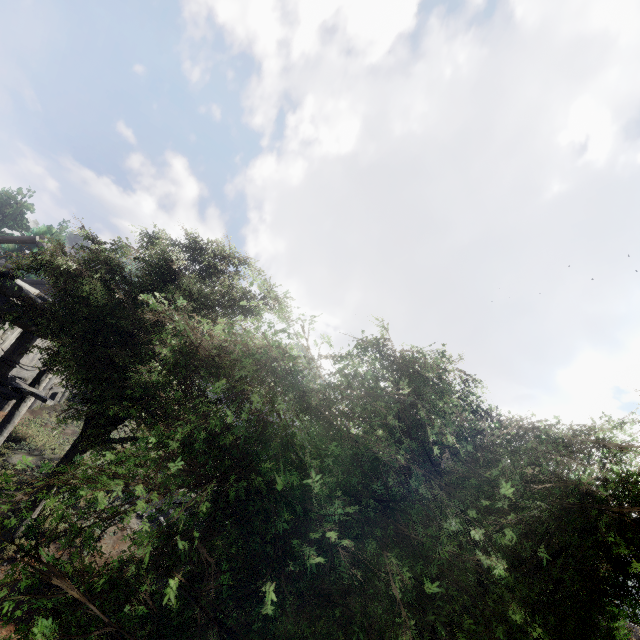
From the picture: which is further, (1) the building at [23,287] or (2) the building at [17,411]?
(2) the building at [17,411]

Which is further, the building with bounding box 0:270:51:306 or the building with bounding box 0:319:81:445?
the building with bounding box 0:319:81:445

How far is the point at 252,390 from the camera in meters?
2.8

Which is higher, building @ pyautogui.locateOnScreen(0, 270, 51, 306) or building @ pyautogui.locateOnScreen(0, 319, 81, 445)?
building @ pyautogui.locateOnScreen(0, 270, 51, 306)

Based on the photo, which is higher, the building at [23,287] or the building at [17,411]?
the building at [23,287]
